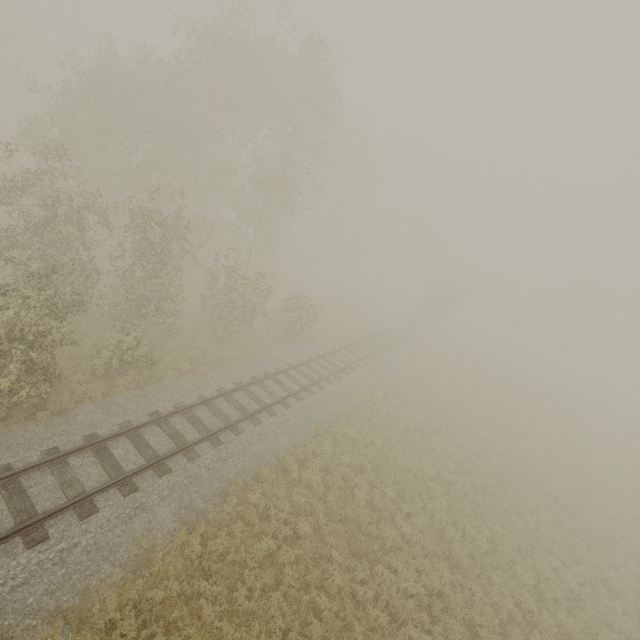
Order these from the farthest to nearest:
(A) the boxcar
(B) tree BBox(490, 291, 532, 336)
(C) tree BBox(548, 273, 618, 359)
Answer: (C) tree BBox(548, 273, 618, 359)
(B) tree BBox(490, 291, 532, 336)
(A) the boxcar

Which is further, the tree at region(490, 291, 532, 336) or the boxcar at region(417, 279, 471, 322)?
the tree at region(490, 291, 532, 336)

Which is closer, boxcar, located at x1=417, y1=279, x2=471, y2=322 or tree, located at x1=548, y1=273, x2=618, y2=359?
boxcar, located at x1=417, y1=279, x2=471, y2=322

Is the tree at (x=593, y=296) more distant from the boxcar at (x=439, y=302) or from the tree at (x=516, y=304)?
the boxcar at (x=439, y=302)

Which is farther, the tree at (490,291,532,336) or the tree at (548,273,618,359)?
the tree at (548,273,618,359)

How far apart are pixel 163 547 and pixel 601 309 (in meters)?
71.18

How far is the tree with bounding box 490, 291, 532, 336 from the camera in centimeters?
5275cm
